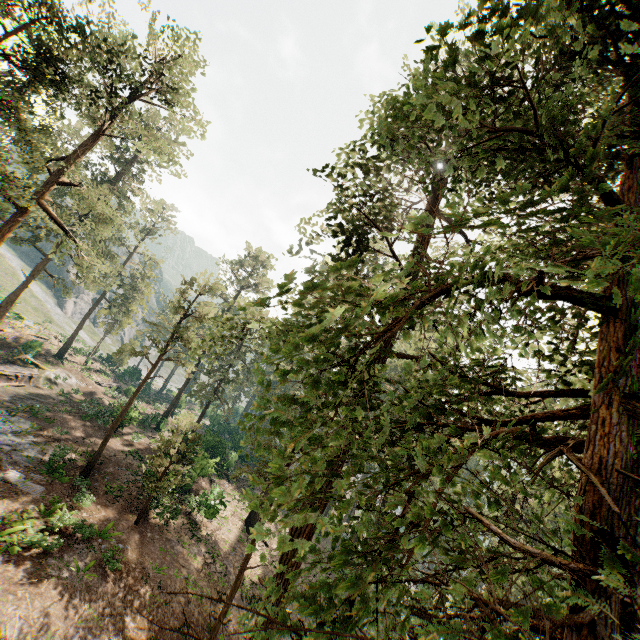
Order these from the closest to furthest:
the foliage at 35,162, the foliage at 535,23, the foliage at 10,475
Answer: the foliage at 535,23
the foliage at 35,162
the foliage at 10,475

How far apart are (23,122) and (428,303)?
20.4m

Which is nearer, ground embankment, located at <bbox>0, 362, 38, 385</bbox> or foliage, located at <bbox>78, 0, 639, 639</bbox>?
foliage, located at <bbox>78, 0, 639, 639</bbox>

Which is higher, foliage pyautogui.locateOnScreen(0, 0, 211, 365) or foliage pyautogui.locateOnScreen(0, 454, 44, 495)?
foliage pyautogui.locateOnScreen(0, 0, 211, 365)

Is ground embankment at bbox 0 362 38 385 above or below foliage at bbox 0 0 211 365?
below

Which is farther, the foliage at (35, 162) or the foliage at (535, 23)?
the foliage at (35, 162)

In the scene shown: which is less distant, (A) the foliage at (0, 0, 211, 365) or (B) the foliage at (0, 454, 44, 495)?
(A) the foliage at (0, 0, 211, 365)
